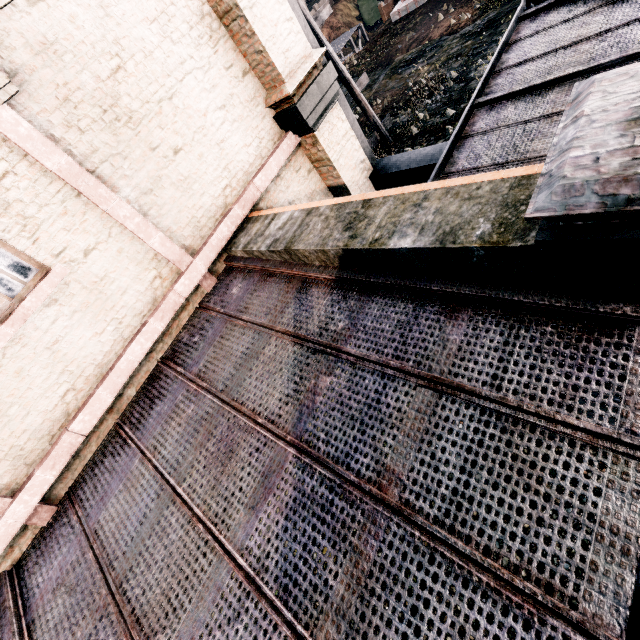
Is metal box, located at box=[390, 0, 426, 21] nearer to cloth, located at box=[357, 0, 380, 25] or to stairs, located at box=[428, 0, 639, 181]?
stairs, located at box=[428, 0, 639, 181]

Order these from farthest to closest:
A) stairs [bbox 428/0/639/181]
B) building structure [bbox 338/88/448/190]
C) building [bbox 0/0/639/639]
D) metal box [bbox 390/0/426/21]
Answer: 1. metal box [bbox 390/0/426/21]
2. building structure [bbox 338/88/448/190]
3. stairs [bbox 428/0/639/181]
4. building [bbox 0/0/639/639]

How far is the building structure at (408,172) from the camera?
7.2m

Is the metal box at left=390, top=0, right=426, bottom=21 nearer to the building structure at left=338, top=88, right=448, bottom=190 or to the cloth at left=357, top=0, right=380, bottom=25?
the building structure at left=338, top=88, right=448, bottom=190

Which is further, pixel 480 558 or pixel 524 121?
pixel 524 121

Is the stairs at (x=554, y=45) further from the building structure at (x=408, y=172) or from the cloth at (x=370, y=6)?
the cloth at (x=370, y=6)

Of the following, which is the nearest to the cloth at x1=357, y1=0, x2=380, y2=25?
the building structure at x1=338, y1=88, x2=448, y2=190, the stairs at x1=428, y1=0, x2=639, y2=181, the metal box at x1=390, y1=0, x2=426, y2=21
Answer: the metal box at x1=390, y1=0, x2=426, y2=21

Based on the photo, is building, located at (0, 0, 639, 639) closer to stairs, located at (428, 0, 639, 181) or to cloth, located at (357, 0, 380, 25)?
stairs, located at (428, 0, 639, 181)
